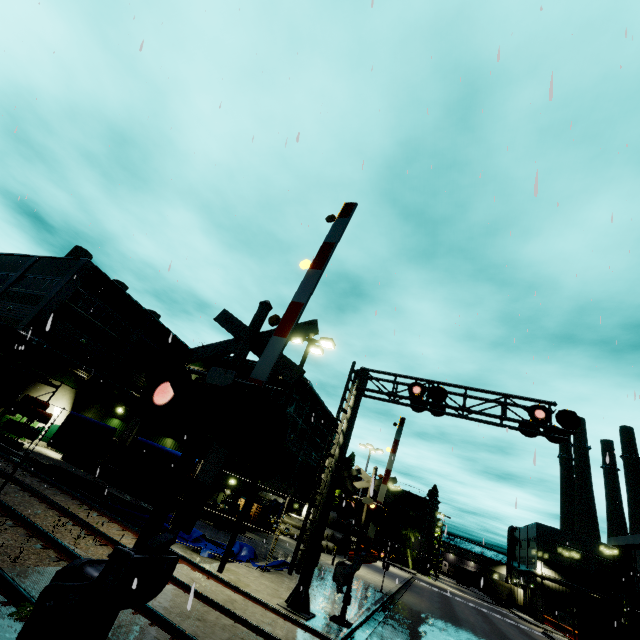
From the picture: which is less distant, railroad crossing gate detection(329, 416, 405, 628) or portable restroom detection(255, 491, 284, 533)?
railroad crossing gate detection(329, 416, 405, 628)

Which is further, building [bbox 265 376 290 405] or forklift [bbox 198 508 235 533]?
building [bbox 265 376 290 405]

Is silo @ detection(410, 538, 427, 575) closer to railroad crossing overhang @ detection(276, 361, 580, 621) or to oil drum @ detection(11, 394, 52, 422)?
railroad crossing overhang @ detection(276, 361, 580, 621)

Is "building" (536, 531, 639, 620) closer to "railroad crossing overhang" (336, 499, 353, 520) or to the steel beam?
the steel beam

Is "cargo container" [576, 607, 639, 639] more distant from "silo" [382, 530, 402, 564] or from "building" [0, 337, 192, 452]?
"silo" [382, 530, 402, 564]

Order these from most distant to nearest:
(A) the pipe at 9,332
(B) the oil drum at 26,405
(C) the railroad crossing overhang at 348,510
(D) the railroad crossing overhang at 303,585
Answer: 1. (A) the pipe at 9,332
2. (B) the oil drum at 26,405
3. (C) the railroad crossing overhang at 348,510
4. (D) the railroad crossing overhang at 303,585

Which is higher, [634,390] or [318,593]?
[634,390]

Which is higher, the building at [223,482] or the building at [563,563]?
the building at [563,563]
